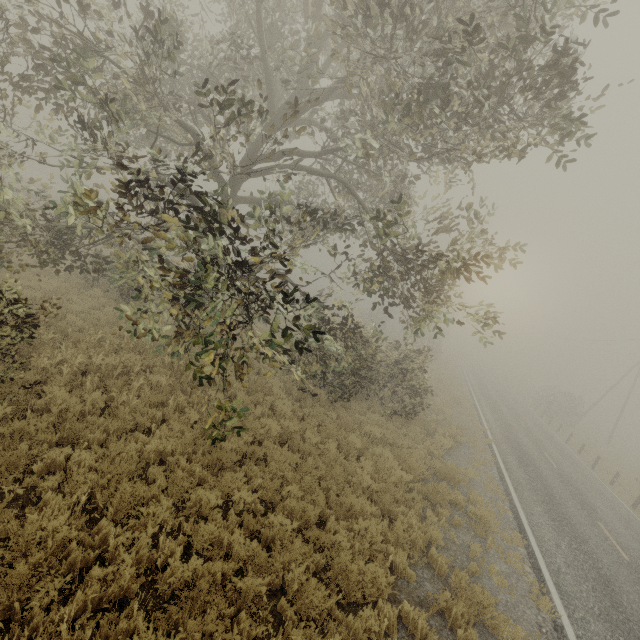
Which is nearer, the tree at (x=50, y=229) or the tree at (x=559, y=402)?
the tree at (x=50, y=229)

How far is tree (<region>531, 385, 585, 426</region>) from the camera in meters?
35.2

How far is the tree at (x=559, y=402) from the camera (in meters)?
35.19

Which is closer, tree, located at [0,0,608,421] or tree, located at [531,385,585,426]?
tree, located at [0,0,608,421]

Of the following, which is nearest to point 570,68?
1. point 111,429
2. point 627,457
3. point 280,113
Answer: point 280,113
